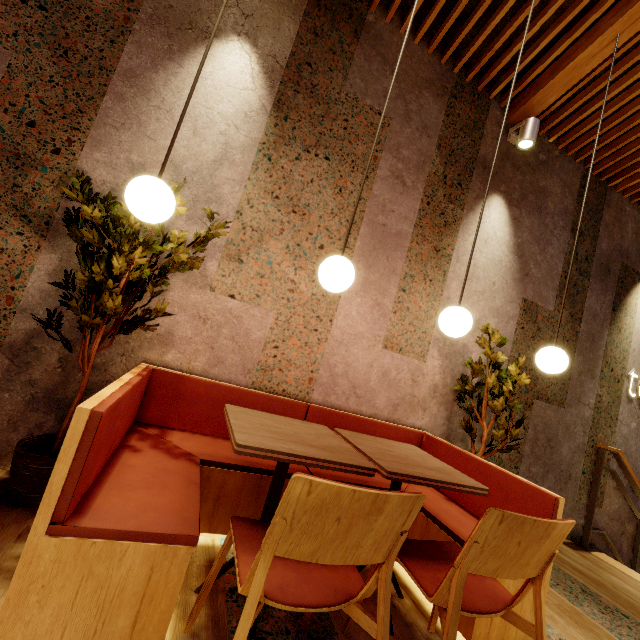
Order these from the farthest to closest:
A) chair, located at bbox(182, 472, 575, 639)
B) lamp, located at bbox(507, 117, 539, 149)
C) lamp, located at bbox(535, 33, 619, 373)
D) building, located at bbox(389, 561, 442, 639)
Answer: lamp, located at bbox(507, 117, 539, 149)
lamp, located at bbox(535, 33, 619, 373)
building, located at bbox(389, 561, 442, 639)
chair, located at bbox(182, 472, 575, 639)

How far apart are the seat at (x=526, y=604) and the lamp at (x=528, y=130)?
2.97m

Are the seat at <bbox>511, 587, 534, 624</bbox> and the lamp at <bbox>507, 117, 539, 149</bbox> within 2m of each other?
no

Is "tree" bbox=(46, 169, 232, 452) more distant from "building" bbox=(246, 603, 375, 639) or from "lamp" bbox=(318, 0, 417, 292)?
"lamp" bbox=(318, 0, 417, 292)

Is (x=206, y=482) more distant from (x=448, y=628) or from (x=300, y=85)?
(x=300, y=85)

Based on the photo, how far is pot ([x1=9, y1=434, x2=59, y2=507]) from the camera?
1.62m

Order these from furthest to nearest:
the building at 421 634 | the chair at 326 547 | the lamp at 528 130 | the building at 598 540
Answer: the building at 598 540 < the lamp at 528 130 < the building at 421 634 < the chair at 326 547

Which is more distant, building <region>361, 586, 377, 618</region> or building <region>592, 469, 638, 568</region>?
building <region>592, 469, 638, 568</region>
